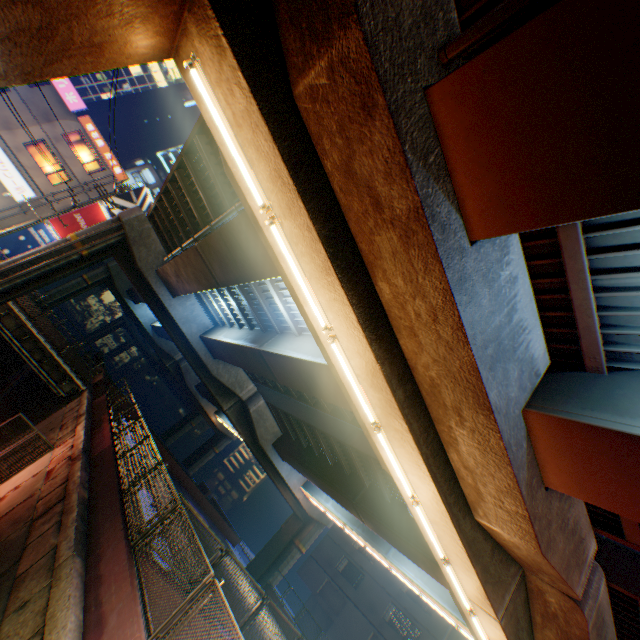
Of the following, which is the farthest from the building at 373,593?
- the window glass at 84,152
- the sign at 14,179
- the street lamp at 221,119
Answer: the window glass at 84,152

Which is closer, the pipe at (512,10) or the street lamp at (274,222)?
the pipe at (512,10)

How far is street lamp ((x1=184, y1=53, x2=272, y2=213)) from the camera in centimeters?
471cm

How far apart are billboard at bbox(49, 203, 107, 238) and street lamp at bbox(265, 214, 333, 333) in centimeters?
3252cm

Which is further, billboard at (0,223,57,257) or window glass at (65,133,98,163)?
window glass at (65,133,98,163)

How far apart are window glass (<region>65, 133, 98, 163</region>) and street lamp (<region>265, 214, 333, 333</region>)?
33.4m

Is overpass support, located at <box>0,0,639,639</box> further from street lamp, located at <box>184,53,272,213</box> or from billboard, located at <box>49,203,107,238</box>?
billboard, located at <box>49,203,107,238</box>

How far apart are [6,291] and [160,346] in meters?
28.4
